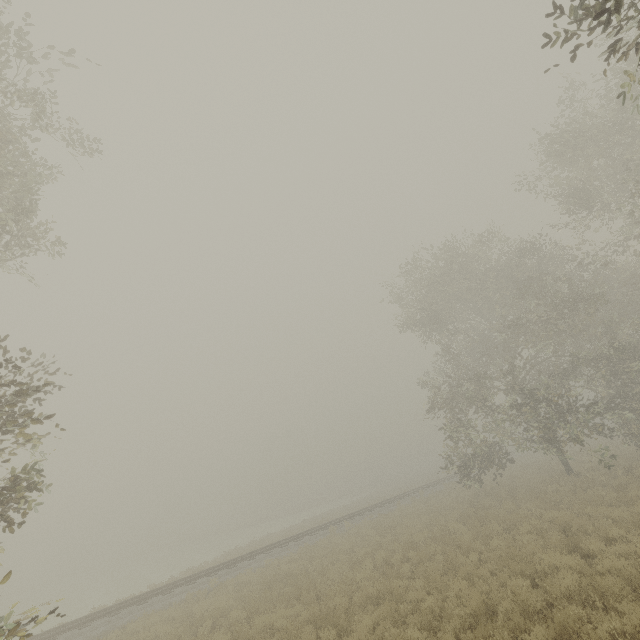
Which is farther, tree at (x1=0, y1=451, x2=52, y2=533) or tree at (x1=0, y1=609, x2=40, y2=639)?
tree at (x1=0, y1=451, x2=52, y2=533)

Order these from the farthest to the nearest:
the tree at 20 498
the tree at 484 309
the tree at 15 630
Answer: the tree at 484 309
the tree at 20 498
the tree at 15 630

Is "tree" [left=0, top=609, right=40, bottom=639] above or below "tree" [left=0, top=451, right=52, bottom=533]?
below

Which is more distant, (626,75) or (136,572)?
(136,572)

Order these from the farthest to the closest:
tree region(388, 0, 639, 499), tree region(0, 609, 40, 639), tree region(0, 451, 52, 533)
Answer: tree region(388, 0, 639, 499), tree region(0, 451, 52, 533), tree region(0, 609, 40, 639)

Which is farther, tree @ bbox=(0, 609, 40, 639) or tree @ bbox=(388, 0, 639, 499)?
tree @ bbox=(388, 0, 639, 499)

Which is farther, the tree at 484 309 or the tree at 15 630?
the tree at 484 309
